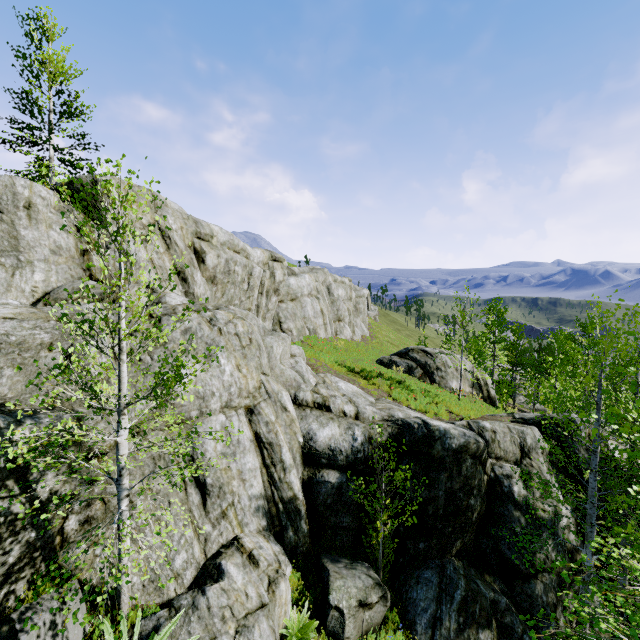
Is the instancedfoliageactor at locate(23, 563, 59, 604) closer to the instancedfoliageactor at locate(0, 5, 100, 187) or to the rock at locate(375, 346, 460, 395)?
the rock at locate(375, 346, 460, 395)

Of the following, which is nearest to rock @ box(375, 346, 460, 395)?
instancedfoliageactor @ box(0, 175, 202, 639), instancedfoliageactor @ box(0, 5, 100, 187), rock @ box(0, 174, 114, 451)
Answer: rock @ box(0, 174, 114, 451)

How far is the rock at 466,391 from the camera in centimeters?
2150cm

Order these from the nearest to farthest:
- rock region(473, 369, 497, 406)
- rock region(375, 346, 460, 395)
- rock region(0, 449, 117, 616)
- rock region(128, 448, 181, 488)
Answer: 1. rock region(0, 449, 117, 616)
2. rock region(128, 448, 181, 488)
3. rock region(375, 346, 460, 395)
4. rock region(473, 369, 497, 406)

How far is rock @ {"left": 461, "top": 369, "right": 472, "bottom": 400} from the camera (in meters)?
21.50

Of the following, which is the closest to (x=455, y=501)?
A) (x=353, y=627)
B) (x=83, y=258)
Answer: (x=353, y=627)

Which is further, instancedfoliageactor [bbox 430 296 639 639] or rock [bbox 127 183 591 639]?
rock [bbox 127 183 591 639]

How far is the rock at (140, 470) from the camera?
6.9m
